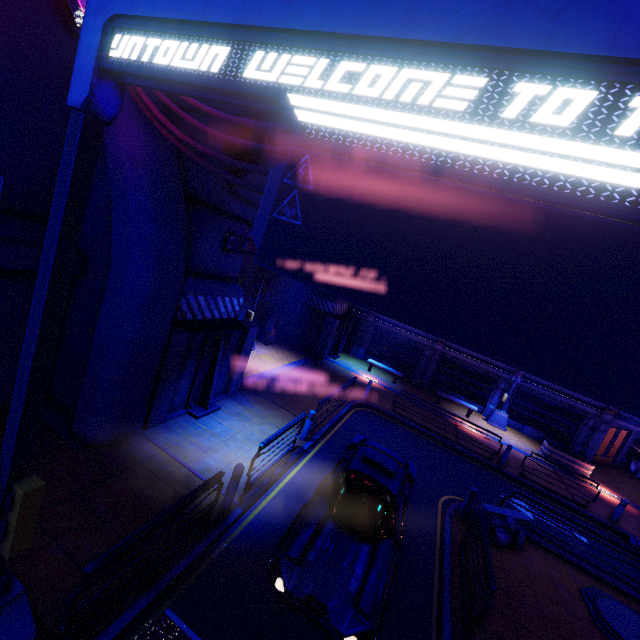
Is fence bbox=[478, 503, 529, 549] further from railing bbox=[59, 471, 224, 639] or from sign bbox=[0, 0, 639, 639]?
sign bbox=[0, 0, 639, 639]

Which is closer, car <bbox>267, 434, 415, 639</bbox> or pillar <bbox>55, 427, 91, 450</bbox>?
car <bbox>267, 434, 415, 639</bbox>

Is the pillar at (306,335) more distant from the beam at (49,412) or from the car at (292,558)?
the beam at (49,412)

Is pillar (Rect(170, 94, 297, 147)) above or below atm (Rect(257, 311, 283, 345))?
above

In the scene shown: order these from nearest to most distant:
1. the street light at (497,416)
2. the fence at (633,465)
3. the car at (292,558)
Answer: the car at (292,558), the street light at (497,416), the fence at (633,465)

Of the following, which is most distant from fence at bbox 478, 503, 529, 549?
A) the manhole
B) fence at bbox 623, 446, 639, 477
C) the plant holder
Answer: fence at bbox 623, 446, 639, 477

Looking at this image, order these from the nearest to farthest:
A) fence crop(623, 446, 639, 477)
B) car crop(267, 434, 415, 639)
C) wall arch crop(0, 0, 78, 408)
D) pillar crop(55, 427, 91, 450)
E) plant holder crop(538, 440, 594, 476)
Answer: car crop(267, 434, 415, 639)
wall arch crop(0, 0, 78, 408)
pillar crop(55, 427, 91, 450)
plant holder crop(538, 440, 594, 476)
fence crop(623, 446, 639, 477)

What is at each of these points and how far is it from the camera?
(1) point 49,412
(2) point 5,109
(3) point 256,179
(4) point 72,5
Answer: (1) beam, 7.9 meters
(2) wall arch, 6.1 meters
(3) pillar, 8.9 meters
(4) walkway, 6.1 meters
